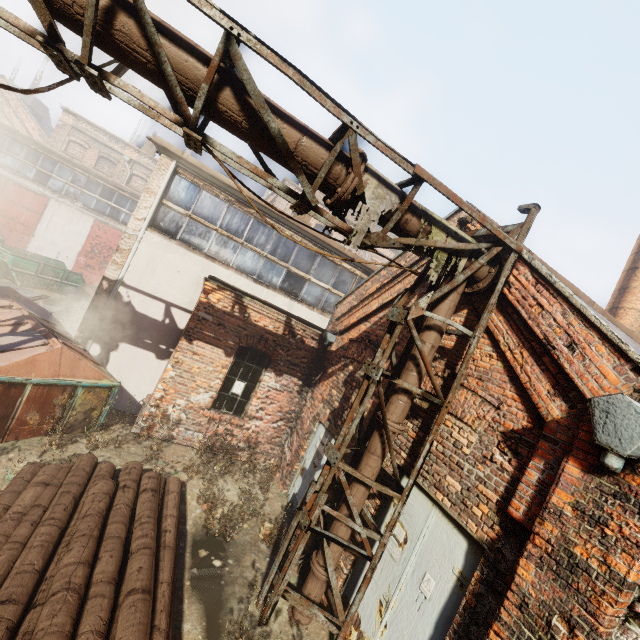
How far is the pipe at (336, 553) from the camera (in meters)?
4.65

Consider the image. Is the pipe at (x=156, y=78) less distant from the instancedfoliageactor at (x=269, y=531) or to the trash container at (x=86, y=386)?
the instancedfoliageactor at (x=269, y=531)

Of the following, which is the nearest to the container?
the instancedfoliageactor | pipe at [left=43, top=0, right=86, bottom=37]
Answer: pipe at [left=43, top=0, right=86, bottom=37]

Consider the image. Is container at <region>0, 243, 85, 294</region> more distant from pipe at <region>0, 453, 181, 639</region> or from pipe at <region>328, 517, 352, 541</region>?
pipe at <region>328, 517, 352, 541</region>

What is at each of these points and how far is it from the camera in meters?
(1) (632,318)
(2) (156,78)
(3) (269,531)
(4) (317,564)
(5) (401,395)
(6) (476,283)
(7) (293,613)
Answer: (1) building, 8.7 m
(2) pipe, 3.2 m
(3) instancedfoliageactor, 6.0 m
(4) pipe, 4.7 m
(5) pipe, 4.7 m
(6) pipe, 4.8 m
(7) pipe, 4.8 m

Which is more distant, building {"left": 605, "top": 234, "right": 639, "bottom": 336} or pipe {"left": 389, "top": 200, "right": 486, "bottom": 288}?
building {"left": 605, "top": 234, "right": 639, "bottom": 336}

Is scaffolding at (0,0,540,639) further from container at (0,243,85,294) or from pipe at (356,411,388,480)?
container at (0,243,85,294)

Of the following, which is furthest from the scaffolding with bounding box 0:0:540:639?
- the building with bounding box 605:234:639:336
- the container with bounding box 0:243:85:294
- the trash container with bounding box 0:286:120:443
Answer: the container with bounding box 0:243:85:294
